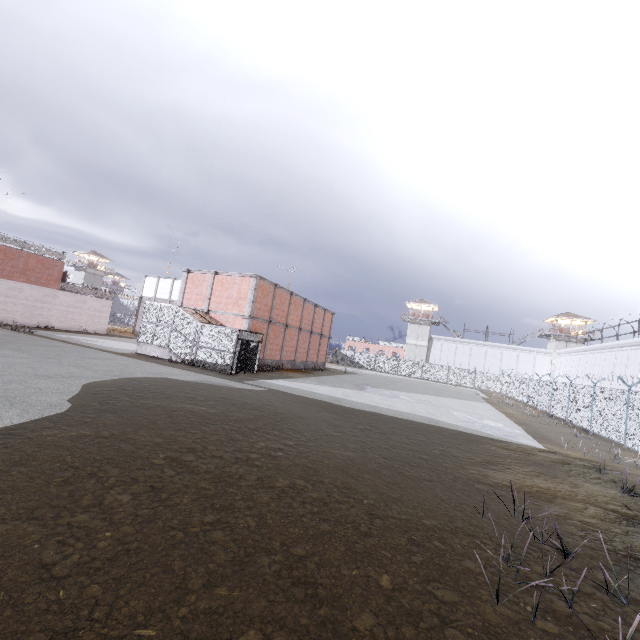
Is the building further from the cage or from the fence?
the cage

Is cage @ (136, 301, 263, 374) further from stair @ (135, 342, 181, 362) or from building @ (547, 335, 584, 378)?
building @ (547, 335, 584, 378)

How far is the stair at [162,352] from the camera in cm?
2198

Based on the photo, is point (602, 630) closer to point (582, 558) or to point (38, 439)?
point (582, 558)

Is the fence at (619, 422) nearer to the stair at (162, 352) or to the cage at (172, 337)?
the cage at (172, 337)

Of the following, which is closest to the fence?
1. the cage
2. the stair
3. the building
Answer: the cage

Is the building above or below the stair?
above

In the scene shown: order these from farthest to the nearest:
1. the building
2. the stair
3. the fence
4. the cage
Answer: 1. the building
2. the stair
3. the cage
4. the fence
